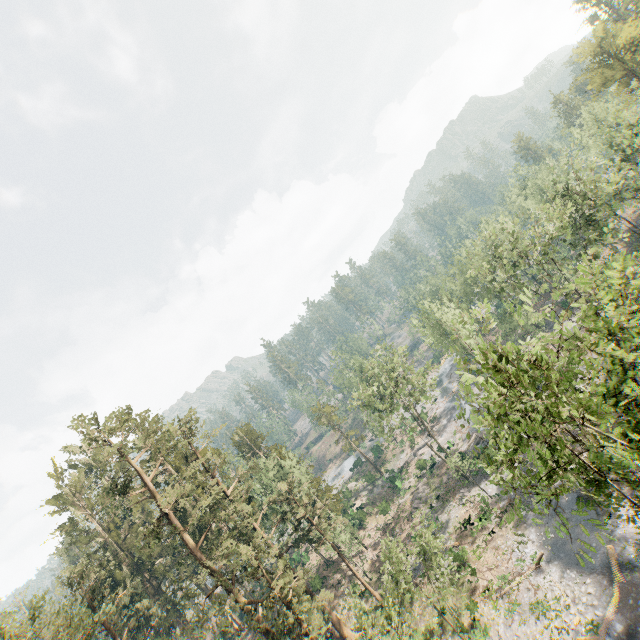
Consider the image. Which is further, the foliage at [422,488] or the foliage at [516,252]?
the foliage at [422,488]

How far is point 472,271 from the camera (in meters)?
53.69

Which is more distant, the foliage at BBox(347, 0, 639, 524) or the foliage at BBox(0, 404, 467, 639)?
the foliage at BBox(0, 404, 467, 639)

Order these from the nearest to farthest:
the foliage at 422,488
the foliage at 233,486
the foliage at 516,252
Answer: the foliage at 516,252
the foliage at 233,486
the foliage at 422,488

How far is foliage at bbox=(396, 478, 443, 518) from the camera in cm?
4377

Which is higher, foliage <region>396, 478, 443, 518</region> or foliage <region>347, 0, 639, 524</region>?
foliage <region>347, 0, 639, 524</region>

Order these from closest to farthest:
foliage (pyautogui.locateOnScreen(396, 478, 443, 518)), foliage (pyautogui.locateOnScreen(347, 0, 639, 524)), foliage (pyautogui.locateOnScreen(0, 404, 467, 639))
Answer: foliage (pyautogui.locateOnScreen(347, 0, 639, 524)), foliage (pyautogui.locateOnScreen(0, 404, 467, 639)), foliage (pyautogui.locateOnScreen(396, 478, 443, 518))
